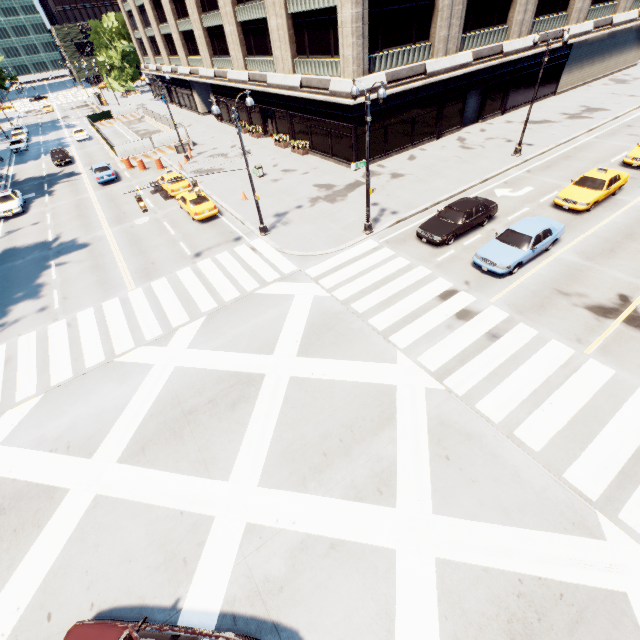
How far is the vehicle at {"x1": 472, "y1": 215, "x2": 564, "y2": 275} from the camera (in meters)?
14.93

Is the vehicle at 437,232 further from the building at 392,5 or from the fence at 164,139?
the fence at 164,139

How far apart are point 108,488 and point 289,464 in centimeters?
571cm

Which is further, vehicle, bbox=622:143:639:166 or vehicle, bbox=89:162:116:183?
vehicle, bbox=89:162:116:183

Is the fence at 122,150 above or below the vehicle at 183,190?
above

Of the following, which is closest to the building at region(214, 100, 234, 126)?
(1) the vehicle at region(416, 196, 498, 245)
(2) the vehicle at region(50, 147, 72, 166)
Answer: (1) the vehicle at region(416, 196, 498, 245)

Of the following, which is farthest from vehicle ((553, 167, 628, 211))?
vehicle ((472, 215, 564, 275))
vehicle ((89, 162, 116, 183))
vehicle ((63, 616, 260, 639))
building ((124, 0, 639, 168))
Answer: vehicle ((89, 162, 116, 183))

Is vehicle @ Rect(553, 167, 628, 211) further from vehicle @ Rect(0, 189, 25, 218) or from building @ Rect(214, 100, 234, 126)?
vehicle @ Rect(0, 189, 25, 218)
